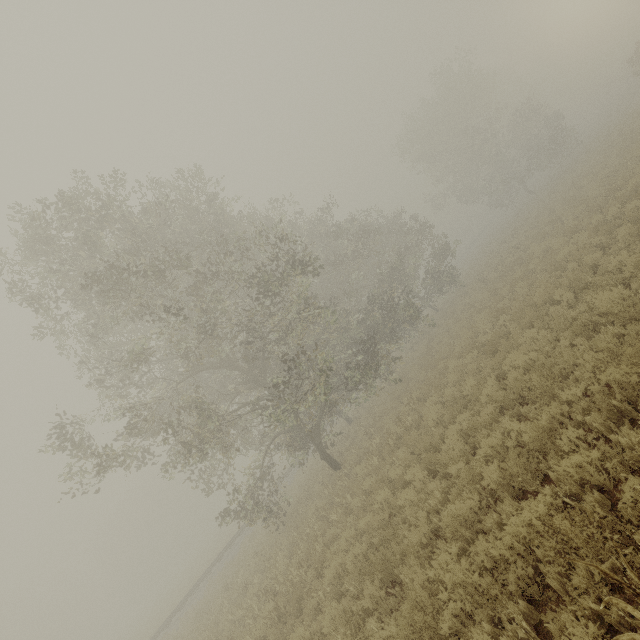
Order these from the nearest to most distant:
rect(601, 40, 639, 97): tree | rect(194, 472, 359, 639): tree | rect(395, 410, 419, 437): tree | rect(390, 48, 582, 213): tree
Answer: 1. rect(194, 472, 359, 639): tree
2. rect(395, 410, 419, 437): tree
3. rect(601, 40, 639, 97): tree
4. rect(390, 48, 582, 213): tree

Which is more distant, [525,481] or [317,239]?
[317,239]

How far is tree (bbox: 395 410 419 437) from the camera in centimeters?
1115cm

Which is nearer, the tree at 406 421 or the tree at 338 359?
the tree at 406 421

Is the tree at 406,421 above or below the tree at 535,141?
below

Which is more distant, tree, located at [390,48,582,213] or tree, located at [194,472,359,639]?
tree, located at [390,48,582,213]

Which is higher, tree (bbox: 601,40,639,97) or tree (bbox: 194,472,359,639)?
tree (bbox: 601,40,639,97)
